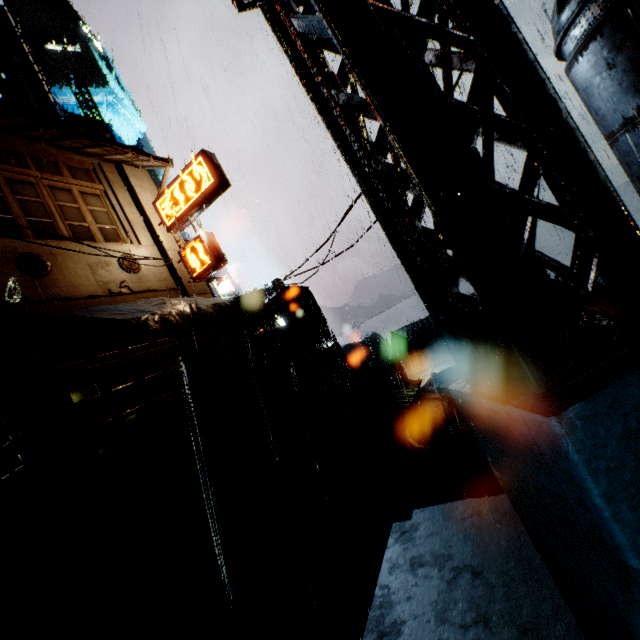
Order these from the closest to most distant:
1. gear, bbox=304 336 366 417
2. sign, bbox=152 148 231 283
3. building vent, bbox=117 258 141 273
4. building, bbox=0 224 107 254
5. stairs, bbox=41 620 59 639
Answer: stairs, bbox=41 620 59 639 → building, bbox=0 224 107 254 → building vent, bbox=117 258 141 273 → sign, bbox=152 148 231 283 → gear, bbox=304 336 366 417

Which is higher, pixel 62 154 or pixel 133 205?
pixel 62 154

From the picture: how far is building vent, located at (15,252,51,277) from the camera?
10.24m

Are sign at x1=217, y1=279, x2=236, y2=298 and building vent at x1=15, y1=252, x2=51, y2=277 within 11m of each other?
no

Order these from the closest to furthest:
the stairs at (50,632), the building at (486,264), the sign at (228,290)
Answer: the building at (486,264) < the stairs at (50,632) < the sign at (228,290)

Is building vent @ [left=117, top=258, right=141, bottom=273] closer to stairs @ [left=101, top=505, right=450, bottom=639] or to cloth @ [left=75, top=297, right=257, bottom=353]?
cloth @ [left=75, top=297, right=257, bottom=353]

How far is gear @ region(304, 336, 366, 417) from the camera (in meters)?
36.28

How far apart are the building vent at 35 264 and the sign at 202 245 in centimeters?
487cm
